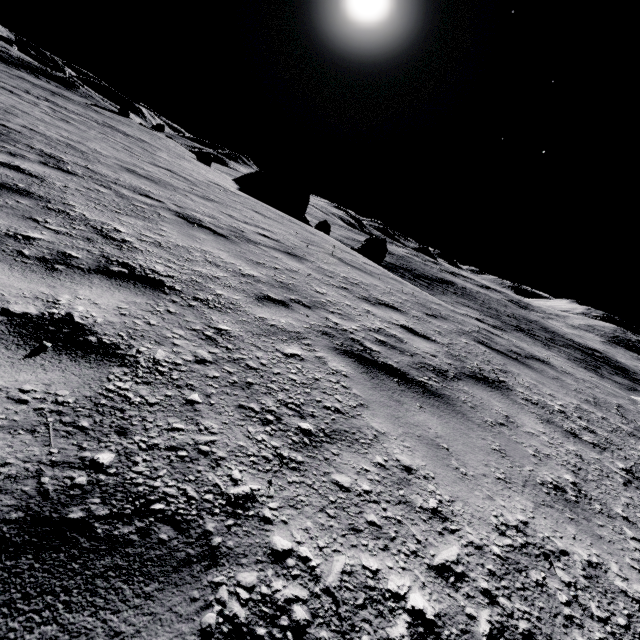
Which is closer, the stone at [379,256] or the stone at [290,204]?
the stone at [379,256]

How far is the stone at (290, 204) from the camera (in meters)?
33.50

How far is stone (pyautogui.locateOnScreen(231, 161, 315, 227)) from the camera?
33.5 meters

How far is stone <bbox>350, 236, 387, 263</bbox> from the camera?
21.7 meters

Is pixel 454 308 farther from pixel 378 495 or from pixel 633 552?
pixel 378 495

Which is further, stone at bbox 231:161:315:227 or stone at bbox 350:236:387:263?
stone at bbox 231:161:315:227
